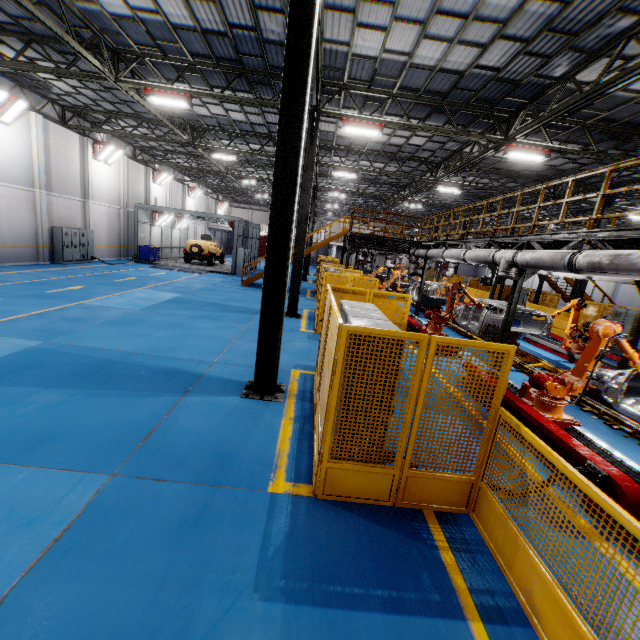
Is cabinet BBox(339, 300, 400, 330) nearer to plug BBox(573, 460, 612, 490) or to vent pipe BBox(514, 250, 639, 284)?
plug BBox(573, 460, 612, 490)

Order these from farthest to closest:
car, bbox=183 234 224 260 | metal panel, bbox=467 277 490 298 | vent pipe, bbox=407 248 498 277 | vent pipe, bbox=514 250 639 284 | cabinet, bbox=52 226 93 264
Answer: car, bbox=183 234 224 260 → metal panel, bbox=467 277 490 298 → cabinet, bbox=52 226 93 264 → vent pipe, bbox=407 248 498 277 → vent pipe, bbox=514 250 639 284

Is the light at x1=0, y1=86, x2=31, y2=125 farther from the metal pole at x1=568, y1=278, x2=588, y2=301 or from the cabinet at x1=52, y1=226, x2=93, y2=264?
the metal pole at x1=568, y1=278, x2=588, y2=301

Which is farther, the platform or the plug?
the platform

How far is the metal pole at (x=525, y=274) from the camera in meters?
9.2

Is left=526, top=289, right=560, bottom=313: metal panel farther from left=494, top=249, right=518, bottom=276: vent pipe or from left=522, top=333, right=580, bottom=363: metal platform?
left=494, top=249, right=518, bottom=276: vent pipe

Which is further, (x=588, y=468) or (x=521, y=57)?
(x=521, y=57)

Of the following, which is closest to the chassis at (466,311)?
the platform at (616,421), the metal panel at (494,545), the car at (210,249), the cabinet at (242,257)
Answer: the platform at (616,421)
